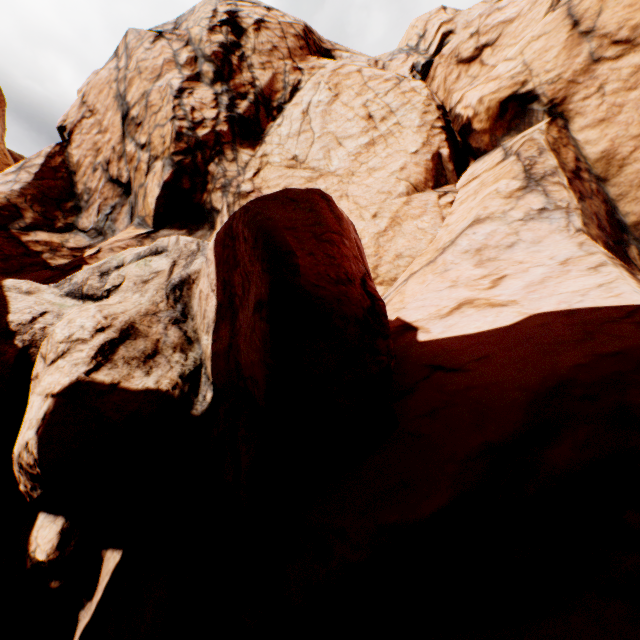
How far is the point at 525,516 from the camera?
2.6m
